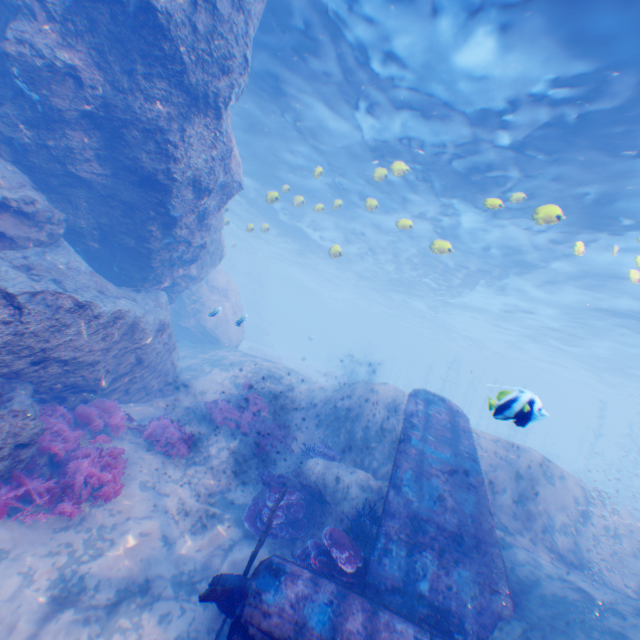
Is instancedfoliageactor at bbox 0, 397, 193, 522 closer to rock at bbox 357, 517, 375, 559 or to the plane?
rock at bbox 357, 517, 375, 559

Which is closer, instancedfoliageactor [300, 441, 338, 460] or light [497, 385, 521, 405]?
light [497, 385, 521, 405]

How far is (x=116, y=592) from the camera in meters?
5.1 m

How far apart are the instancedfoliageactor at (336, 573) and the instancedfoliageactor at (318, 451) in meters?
2.5 m

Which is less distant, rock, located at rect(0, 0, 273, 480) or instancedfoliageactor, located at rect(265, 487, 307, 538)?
rock, located at rect(0, 0, 273, 480)

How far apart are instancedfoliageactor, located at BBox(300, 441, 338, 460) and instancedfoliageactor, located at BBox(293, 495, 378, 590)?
2.5m

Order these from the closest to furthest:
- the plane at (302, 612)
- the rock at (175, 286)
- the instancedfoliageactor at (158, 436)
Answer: the plane at (302, 612) → the instancedfoliageactor at (158, 436) → the rock at (175, 286)

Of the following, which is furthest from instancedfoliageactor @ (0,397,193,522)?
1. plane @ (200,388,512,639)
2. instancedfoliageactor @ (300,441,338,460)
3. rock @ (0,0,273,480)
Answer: instancedfoliageactor @ (300,441,338,460)
